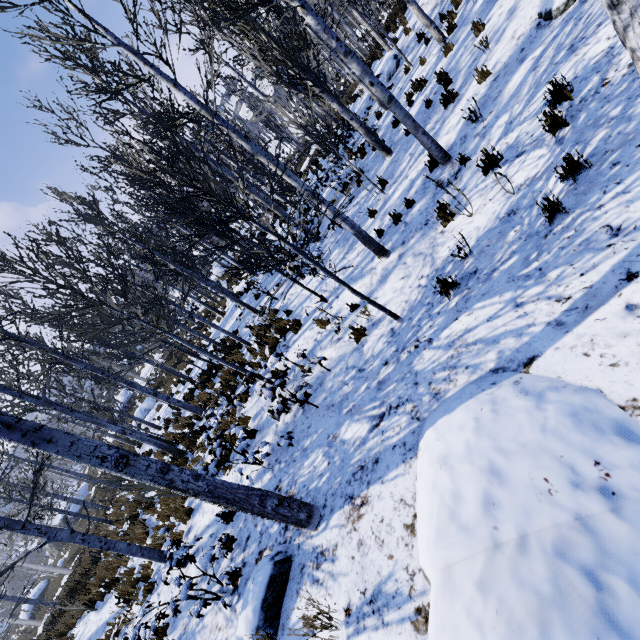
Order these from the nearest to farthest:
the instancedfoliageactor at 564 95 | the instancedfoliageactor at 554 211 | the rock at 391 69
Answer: the instancedfoliageactor at 554 211
the instancedfoliageactor at 564 95
the rock at 391 69

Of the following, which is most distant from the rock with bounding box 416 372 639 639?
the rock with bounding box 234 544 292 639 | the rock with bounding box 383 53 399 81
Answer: the rock with bounding box 383 53 399 81

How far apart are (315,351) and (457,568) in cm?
519

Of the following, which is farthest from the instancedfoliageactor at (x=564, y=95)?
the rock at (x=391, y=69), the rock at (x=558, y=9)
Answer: the rock at (x=558, y=9)

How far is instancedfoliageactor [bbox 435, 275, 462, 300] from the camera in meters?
4.6 m

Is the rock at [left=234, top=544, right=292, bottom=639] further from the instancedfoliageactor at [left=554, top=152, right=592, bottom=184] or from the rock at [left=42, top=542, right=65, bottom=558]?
the rock at [left=42, top=542, right=65, bottom=558]
